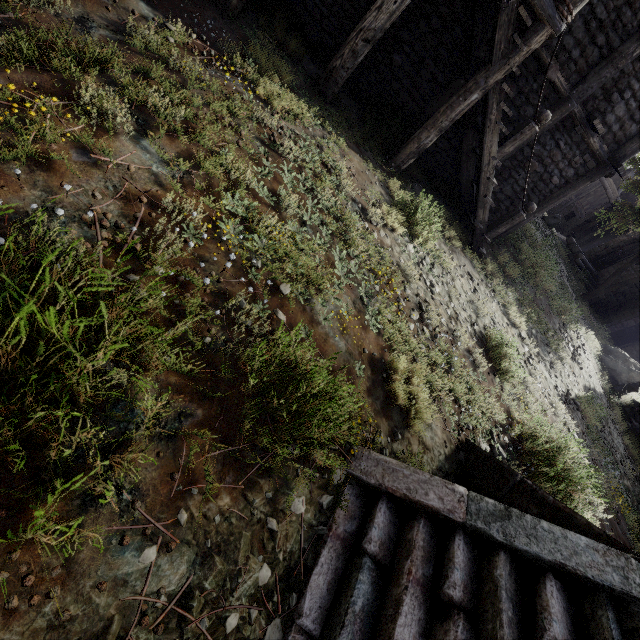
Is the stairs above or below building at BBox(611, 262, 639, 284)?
below

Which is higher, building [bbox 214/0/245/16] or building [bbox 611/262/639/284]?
building [bbox 611/262/639/284]

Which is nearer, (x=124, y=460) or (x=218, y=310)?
(x=124, y=460)

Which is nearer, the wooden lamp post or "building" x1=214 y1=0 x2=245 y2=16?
Result: "building" x1=214 y1=0 x2=245 y2=16

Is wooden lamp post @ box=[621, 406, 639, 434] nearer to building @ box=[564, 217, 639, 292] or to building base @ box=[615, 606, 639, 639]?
building @ box=[564, 217, 639, 292]

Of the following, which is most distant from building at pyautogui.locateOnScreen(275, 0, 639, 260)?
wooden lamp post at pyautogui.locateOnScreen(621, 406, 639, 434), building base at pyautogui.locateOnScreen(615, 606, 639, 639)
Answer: building base at pyautogui.locateOnScreen(615, 606, 639, 639)

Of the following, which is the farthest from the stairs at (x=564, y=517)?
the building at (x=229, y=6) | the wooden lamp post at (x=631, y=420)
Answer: the wooden lamp post at (x=631, y=420)

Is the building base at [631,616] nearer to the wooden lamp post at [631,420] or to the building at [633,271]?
the building at [633,271]
